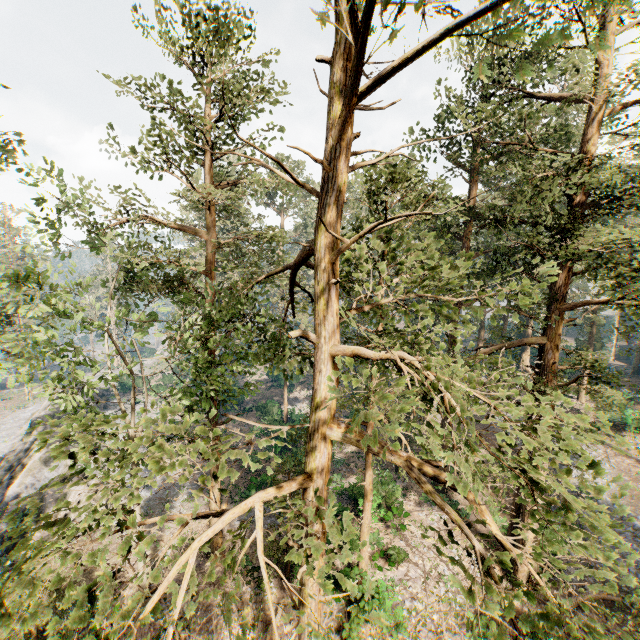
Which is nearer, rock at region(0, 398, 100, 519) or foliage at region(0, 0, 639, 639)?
foliage at region(0, 0, 639, 639)

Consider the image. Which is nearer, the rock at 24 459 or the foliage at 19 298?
the foliage at 19 298

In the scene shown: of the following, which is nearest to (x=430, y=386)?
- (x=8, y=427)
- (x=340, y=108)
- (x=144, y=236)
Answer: (x=340, y=108)

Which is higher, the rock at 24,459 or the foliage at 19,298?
the foliage at 19,298

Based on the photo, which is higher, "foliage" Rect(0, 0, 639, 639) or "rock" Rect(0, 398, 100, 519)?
"foliage" Rect(0, 0, 639, 639)
